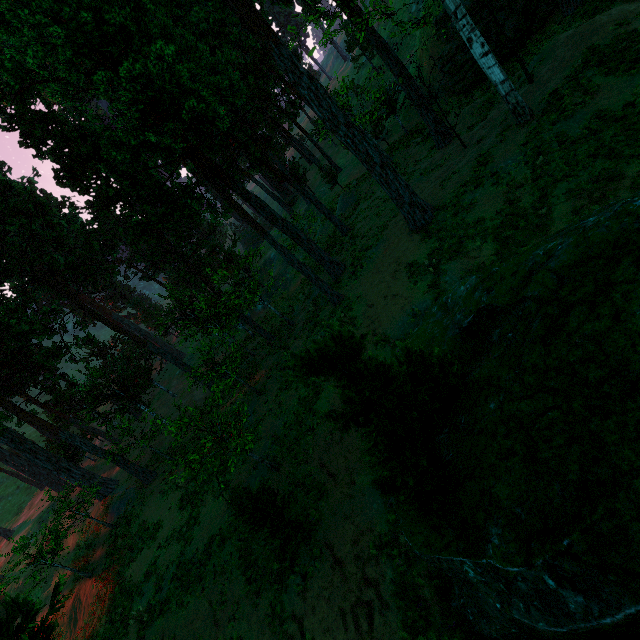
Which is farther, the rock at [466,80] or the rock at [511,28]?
the rock at [466,80]

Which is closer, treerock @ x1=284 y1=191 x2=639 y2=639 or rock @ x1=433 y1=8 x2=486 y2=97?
treerock @ x1=284 y1=191 x2=639 y2=639

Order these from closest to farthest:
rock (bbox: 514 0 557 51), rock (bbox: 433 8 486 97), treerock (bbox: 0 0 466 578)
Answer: treerock (bbox: 0 0 466 578), rock (bbox: 514 0 557 51), rock (bbox: 433 8 486 97)

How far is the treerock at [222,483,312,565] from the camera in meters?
10.2

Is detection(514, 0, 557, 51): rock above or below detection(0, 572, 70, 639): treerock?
below

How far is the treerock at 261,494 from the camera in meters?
10.2

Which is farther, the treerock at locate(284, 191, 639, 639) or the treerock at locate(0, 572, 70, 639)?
the treerock at locate(0, 572, 70, 639)

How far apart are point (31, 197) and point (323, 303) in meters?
23.9 m
